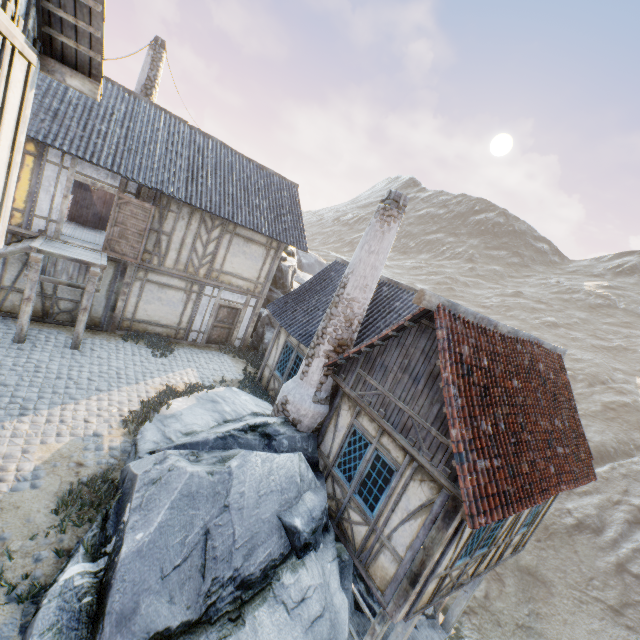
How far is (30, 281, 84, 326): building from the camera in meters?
11.1

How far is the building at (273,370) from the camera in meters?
11.6 m

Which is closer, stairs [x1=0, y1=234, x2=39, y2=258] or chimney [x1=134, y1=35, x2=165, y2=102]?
stairs [x1=0, y1=234, x2=39, y2=258]

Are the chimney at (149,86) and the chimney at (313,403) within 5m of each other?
no

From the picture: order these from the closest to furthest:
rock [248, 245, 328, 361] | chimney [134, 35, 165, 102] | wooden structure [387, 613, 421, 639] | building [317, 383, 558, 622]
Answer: building [317, 383, 558, 622] < wooden structure [387, 613, 421, 639] < chimney [134, 35, 165, 102] < rock [248, 245, 328, 361]

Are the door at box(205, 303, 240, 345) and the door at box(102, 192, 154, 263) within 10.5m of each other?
yes

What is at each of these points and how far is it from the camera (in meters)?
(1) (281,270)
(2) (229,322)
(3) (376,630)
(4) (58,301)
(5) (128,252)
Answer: (1) rock, 19.83
(2) door, 15.31
(3) wooden structure, 7.94
(4) building, 11.45
(5) door, 11.73

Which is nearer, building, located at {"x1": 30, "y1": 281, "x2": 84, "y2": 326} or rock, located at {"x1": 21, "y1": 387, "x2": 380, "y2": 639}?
rock, located at {"x1": 21, "y1": 387, "x2": 380, "y2": 639}
